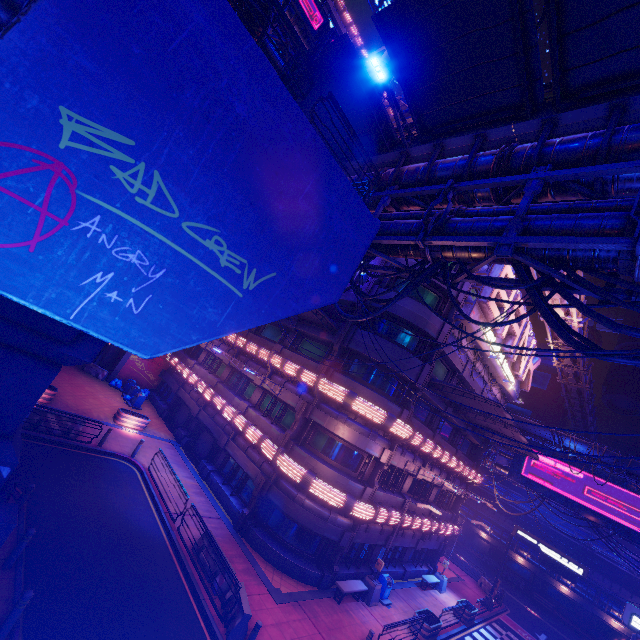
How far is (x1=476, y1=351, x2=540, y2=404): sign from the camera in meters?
23.9

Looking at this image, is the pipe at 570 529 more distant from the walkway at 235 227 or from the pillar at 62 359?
the pillar at 62 359

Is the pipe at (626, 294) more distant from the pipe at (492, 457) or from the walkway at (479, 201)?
the pipe at (492, 457)

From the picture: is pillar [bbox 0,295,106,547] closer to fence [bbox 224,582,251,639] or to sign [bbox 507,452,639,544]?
fence [bbox 224,582,251,639]

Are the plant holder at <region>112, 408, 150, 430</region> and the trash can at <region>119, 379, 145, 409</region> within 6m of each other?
yes

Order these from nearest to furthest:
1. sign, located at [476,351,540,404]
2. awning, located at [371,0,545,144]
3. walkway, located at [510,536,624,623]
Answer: awning, located at [371,0,545,144] < sign, located at [476,351,540,404] < walkway, located at [510,536,624,623]

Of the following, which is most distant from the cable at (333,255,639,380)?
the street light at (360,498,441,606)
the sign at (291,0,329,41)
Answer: the sign at (291,0,329,41)

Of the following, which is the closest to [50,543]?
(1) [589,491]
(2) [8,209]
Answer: (2) [8,209]
